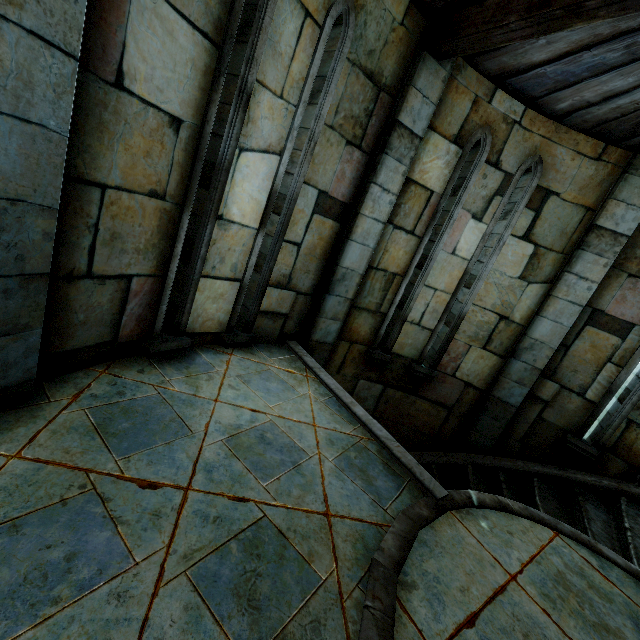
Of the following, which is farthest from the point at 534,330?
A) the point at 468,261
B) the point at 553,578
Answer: the point at 553,578
